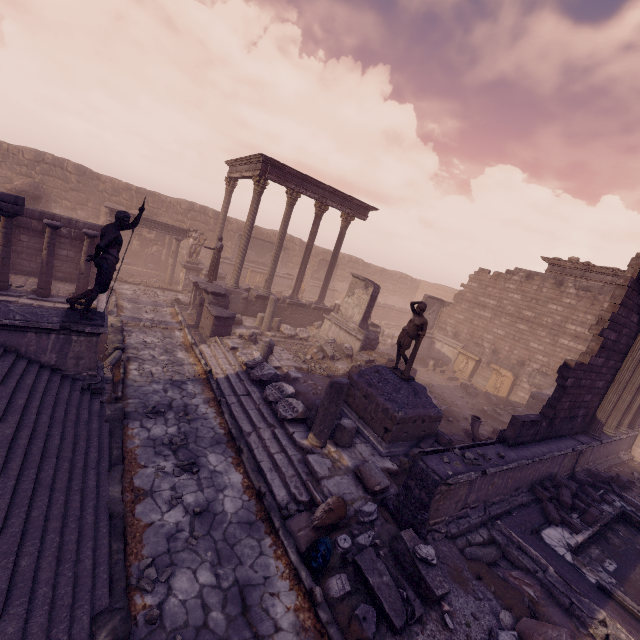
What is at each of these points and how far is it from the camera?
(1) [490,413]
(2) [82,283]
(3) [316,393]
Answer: (1) building debris, 14.9 meters
(2) column, 11.4 meters
(3) debris pile, 10.6 meters

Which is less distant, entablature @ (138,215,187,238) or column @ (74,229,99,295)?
column @ (74,229,99,295)

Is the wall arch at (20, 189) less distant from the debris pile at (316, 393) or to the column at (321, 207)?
the column at (321, 207)

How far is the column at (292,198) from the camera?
16.3 meters

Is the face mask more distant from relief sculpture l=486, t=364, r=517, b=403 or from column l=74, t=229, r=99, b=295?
relief sculpture l=486, t=364, r=517, b=403

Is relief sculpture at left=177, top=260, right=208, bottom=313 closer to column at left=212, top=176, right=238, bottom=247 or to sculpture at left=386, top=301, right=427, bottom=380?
column at left=212, top=176, right=238, bottom=247

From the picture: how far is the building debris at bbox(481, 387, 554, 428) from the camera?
14.30m

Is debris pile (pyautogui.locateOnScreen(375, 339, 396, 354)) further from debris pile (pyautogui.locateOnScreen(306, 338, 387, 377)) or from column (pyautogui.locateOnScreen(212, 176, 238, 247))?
column (pyautogui.locateOnScreen(212, 176, 238, 247))
